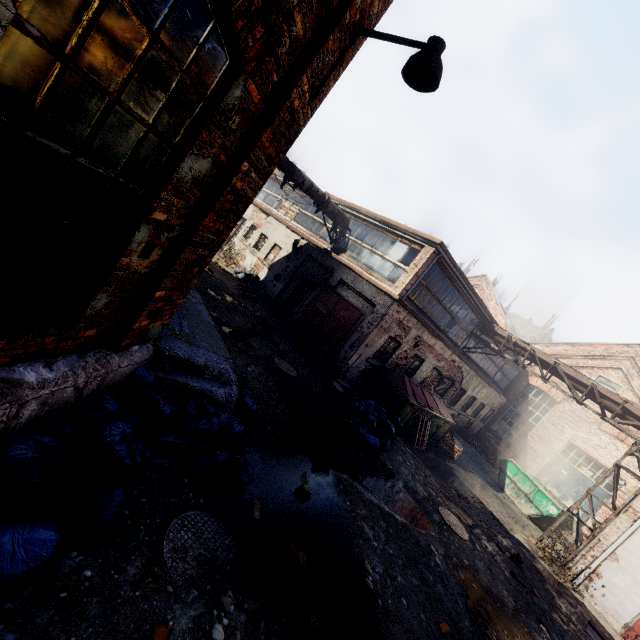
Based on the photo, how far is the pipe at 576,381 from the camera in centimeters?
1249cm

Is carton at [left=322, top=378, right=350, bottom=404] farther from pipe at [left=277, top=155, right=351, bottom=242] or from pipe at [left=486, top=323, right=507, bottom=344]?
pipe at [left=486, top=323, right=507, bottom=344]

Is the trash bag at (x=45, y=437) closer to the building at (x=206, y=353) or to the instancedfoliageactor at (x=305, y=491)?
the building at (x=206, y=353)

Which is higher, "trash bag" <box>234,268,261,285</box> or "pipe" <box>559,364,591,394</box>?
"pipe" <box>559,364,591,394</box>

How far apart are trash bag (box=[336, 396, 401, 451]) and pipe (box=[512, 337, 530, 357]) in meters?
7.8 m

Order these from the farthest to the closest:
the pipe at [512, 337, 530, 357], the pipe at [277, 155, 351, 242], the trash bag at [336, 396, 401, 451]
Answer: the pipe at [512, 337, 530, 357]
the pipe at [277, 155, 351, 242]
the trash bag at [336, 396, 401, 451]

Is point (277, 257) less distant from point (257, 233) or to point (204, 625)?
point (257, 233)

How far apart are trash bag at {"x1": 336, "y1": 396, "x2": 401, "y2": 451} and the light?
7.44m
